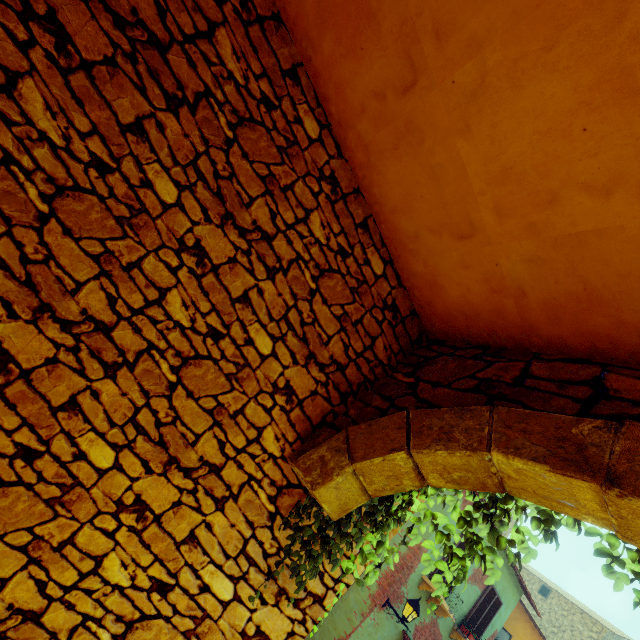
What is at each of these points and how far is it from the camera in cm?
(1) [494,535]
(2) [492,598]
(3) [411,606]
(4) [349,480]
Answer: (1) vines, 171
(2) window, 1051
(3) street light, 811
(4) stone doorway, 217

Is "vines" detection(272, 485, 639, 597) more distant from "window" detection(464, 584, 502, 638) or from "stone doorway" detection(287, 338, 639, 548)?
"window" detection(464, 584, 502, 638)

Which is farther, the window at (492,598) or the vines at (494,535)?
the window at (492,598)

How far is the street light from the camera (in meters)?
8.02

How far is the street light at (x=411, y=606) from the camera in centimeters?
802cm

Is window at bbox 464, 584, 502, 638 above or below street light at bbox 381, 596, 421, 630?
above

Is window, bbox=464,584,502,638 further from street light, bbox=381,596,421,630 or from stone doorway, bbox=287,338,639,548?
street light, bbox=381,596,421,630

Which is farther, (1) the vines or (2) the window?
(2) the window
